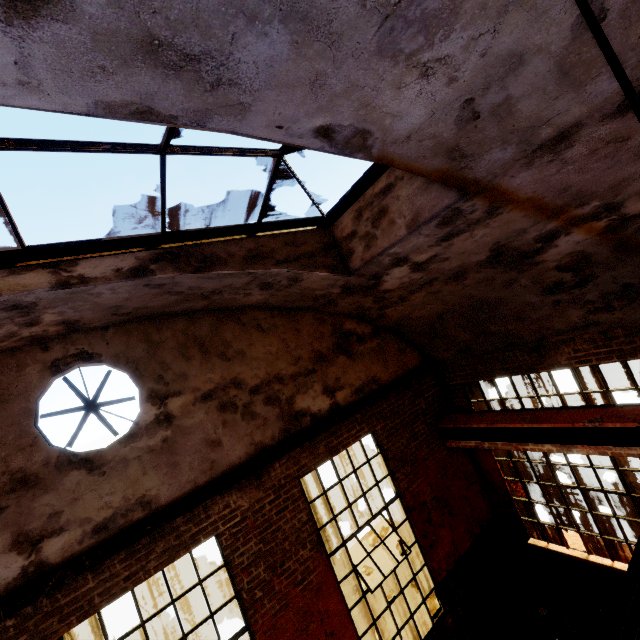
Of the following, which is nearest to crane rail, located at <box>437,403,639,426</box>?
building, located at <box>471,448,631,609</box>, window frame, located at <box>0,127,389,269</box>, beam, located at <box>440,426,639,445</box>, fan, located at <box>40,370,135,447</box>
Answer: beam, located at <box>440,426,639,445</box>

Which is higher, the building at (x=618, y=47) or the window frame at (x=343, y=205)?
the window frame at (x=343, y=205)

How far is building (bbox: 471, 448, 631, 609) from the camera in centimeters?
575cm

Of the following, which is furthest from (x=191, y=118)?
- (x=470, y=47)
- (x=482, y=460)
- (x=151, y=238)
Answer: (x=482, y=460)

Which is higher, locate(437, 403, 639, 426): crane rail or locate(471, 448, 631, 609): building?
locate(437, 403, 639, 426): crane rail

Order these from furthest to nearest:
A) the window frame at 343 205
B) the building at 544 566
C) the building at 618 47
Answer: the building at 544 566 < the window frame at 343 205 < the building at 618 47

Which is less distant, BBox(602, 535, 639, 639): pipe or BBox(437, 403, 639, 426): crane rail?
BBox(602, 535, 639, 639): pipe

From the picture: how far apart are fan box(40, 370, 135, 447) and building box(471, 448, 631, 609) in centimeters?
666cm
